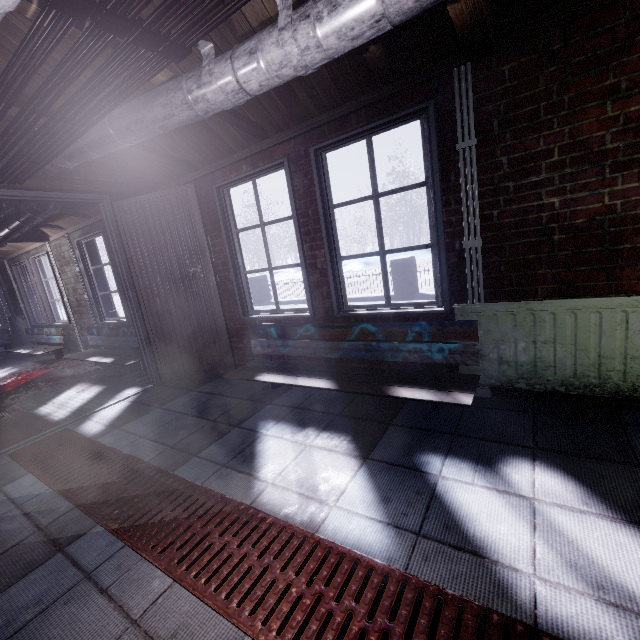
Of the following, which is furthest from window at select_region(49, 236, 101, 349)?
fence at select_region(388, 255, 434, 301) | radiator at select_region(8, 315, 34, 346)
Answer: fence at select_region(388, 255, 434, 301)

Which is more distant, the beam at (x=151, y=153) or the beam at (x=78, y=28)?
the beam at (x=151, y=153)

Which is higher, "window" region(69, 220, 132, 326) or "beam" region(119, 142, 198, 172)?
"beam" region(119, 142, 198, 172)

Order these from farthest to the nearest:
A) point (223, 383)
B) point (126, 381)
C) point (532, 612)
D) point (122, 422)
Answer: point (126, 381)
point (223, 383)
point (122, 422)
point (532, 612)

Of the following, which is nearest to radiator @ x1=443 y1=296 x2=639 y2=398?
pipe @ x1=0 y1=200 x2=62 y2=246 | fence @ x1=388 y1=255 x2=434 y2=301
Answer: pipe @ x1=0 y1=200 x2=62 y2=246

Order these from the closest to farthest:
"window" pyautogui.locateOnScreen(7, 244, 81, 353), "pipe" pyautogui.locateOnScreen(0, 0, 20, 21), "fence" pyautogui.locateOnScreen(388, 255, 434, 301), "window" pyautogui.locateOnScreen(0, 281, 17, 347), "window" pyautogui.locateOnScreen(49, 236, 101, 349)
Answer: "pipe" pyautogui.locateOnScreen(0, 0, 20, 21), "window" pyautogui.locateOnScreen(49, 236, 101, 349), "window" pyautogui.locateOnScreen(7, 244, 81, 353), "fence" pyautogui.locateOnScreen(388, 255, 434, 301), "window" pyautogui.locateOnScreen(0, 281, 17, 347)

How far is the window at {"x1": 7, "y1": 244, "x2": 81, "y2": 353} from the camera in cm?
567

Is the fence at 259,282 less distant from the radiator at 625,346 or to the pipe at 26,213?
the radiator at 625,346
